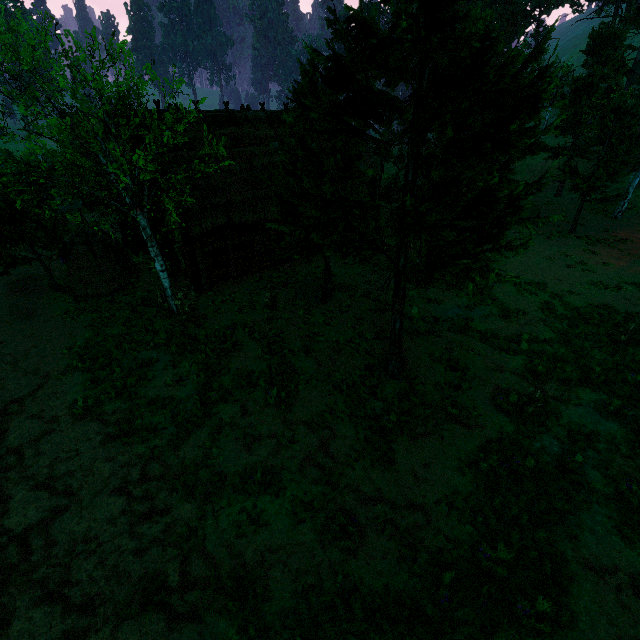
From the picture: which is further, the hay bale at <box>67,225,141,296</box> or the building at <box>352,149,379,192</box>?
the building at <box>352,149,379,192</box>

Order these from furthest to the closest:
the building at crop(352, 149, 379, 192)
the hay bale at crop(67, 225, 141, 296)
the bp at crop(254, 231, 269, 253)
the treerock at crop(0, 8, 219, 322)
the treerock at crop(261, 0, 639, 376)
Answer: the building at crop(352, 149, 379, 192)
the bp at crop(254, 231, 269, 253)
the hay bale at crop(67, 225, 141, 296)
the treerock at crop(0, 8, 219, 322)
the treerock at crop(261, 0, 639, 376)

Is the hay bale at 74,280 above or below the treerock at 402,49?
below

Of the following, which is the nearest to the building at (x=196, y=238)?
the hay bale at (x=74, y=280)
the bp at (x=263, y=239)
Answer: the bp at (x=263, y=239)

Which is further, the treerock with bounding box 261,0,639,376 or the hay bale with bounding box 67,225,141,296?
the hay bale with bounding box 67,225,141,296

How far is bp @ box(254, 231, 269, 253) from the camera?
17.76m

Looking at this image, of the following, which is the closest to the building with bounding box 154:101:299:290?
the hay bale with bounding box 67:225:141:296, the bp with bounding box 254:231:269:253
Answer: the bp with bounding box 254:231:269:253

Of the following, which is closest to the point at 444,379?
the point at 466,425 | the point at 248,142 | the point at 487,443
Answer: the point at 466,425
